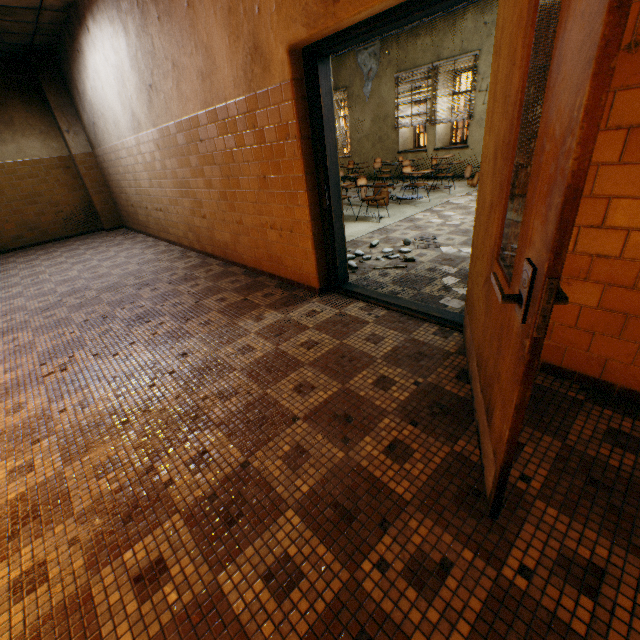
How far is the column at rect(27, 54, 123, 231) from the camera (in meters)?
7.45

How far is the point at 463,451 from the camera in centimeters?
170cm

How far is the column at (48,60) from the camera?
7.4 meters

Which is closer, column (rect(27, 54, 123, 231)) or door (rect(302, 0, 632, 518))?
door (rect(302, 0, 632, 518))

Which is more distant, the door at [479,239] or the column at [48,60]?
the column at [48,60]
